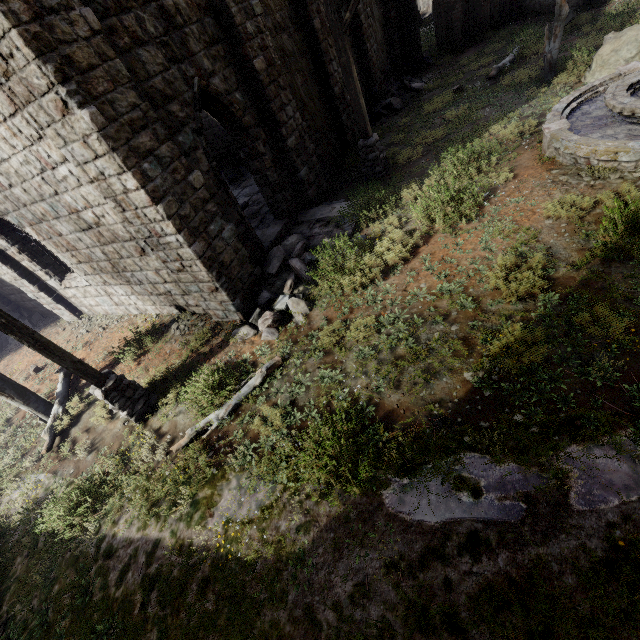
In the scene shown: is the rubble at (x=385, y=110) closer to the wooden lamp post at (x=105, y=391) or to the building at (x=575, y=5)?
the building at (x=575, y=5)

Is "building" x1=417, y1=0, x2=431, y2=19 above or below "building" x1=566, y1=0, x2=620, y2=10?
below

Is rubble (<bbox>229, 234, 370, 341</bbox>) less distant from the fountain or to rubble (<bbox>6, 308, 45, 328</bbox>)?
the fountain

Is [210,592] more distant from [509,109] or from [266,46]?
[509,109]

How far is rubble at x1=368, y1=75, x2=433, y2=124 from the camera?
15.3 meters

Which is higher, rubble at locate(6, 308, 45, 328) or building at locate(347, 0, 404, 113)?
building at locate(347, 0, 404, 113)

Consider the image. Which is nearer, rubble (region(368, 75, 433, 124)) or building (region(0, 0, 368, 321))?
building (region(0, 0, 368, 321))

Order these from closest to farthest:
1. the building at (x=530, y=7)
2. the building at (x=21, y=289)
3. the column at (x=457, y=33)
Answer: the building at (x=21, y=289) → the building at (x=530, y=7) → the column at (x=457, y=33)
